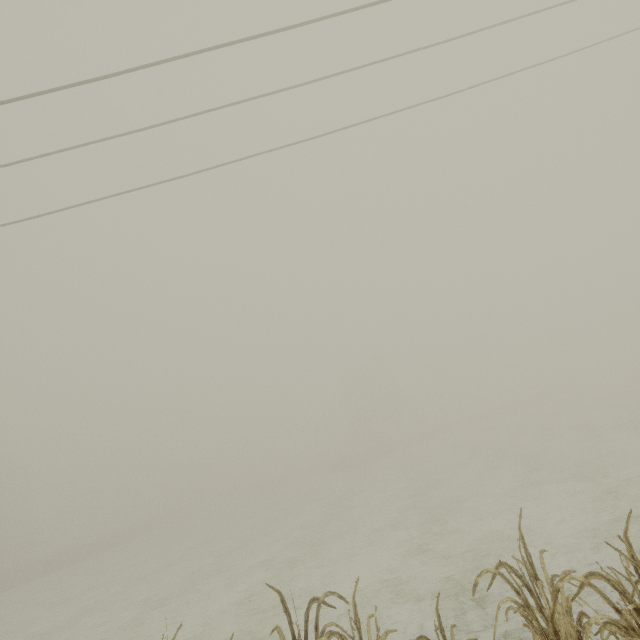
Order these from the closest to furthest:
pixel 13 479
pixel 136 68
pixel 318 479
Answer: pixel 136 68 < pixel 318 479 < pixel 13 479
